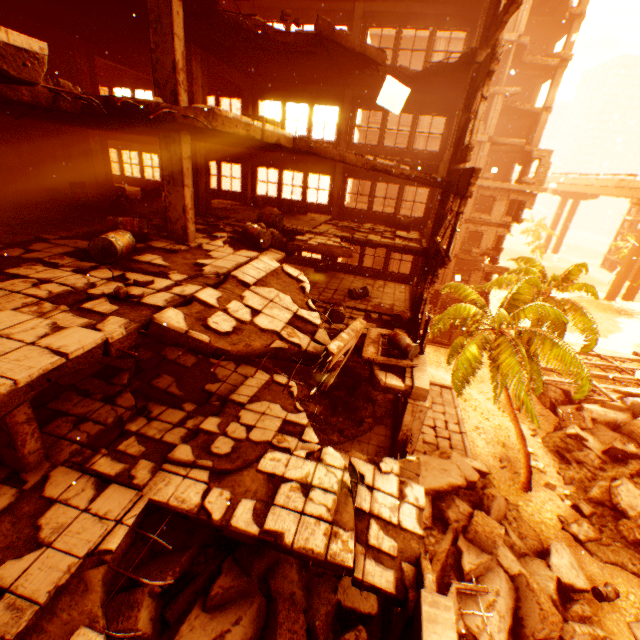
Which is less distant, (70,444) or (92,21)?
(70,444)

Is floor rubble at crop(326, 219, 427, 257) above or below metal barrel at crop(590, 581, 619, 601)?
above

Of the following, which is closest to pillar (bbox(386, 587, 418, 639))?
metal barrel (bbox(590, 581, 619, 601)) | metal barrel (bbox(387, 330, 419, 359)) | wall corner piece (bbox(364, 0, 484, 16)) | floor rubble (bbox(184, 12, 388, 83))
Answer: floor rubble (bbox(184, 12, 388, 83))

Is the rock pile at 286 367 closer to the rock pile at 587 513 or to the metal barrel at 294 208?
the rock pile at 587 513

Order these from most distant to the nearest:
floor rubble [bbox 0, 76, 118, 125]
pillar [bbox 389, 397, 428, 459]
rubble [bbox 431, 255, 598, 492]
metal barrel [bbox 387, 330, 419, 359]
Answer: rubble [bbox 431, 255, 598, 492] < metal barrel [bbox 387, 330, 419, 359] < pillar [bbox 389, 397, 428, 459] < floor rubble [bbox 0, 76, 118, 125]

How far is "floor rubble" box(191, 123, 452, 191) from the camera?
7.97m

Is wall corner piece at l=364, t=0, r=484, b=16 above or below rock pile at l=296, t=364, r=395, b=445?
above

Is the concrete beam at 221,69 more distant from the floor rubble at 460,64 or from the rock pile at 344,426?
the rock pile at 344,426
